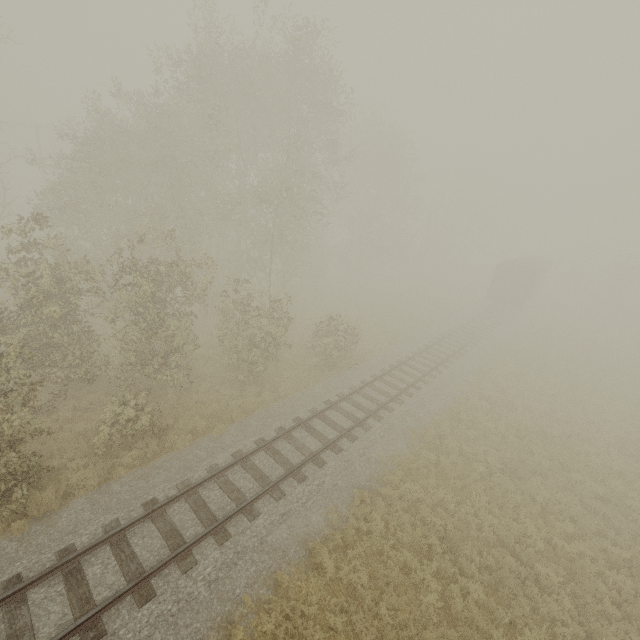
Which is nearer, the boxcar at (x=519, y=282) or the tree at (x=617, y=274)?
the boxcar at (x=519, y=282)

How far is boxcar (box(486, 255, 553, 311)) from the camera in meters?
31.7 m

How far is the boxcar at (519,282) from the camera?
31.7 meters

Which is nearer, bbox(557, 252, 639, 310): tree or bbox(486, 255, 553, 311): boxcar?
bbox(486, 255, 553, 311): boxcar

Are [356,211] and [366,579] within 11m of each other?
no
